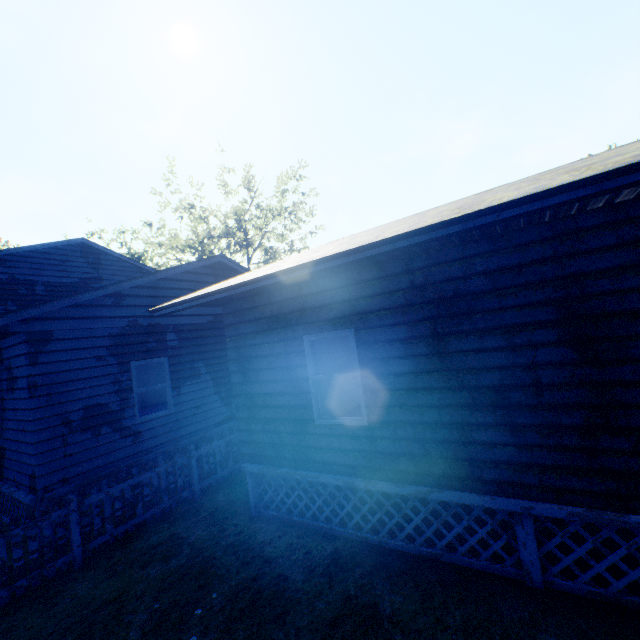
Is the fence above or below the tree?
below

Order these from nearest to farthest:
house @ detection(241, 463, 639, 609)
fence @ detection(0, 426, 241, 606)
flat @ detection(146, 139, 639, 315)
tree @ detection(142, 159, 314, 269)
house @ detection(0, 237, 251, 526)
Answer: flat @ detection(146, 139, 639, 315) < house @ detection(241, 463, 639, 609) < fence @ detection(0, 426, 241, 606) < house @ detection(0, 237, 251, 526) < tree @ detection(142, 159, 314, 269)

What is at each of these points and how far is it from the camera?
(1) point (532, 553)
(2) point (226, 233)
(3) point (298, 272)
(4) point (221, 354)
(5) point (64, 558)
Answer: (1) house, 4.0 meters
(2) tree, 33.3 meters
(3) flat, 4.4 meters
(4) house, 10.9 meters
(5) fence, 5.7 meters

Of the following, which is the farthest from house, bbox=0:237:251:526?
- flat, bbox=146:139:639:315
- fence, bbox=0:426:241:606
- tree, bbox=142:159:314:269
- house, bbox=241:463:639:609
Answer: tree, bbox=142:159:314:269

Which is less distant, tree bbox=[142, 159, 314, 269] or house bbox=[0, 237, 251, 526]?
house bbox=[0, 237, 251, 526]

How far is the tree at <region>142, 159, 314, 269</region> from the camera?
31.8m

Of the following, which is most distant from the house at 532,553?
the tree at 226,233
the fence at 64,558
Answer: the tree at 226,233

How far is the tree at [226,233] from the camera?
31.8m
